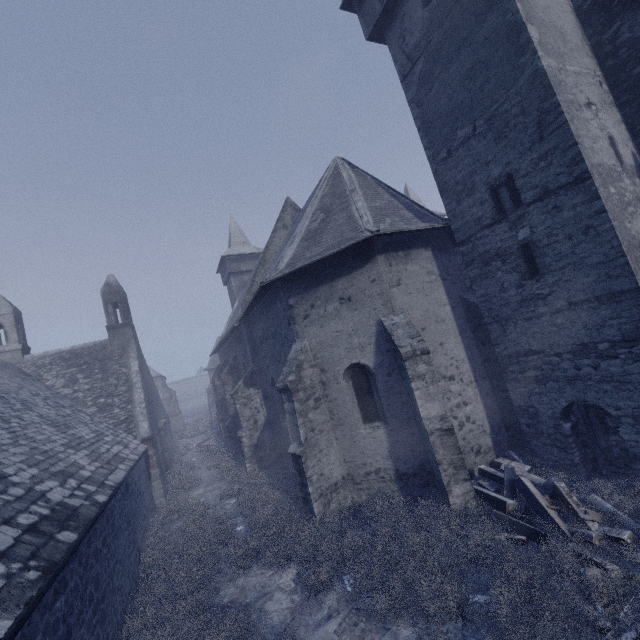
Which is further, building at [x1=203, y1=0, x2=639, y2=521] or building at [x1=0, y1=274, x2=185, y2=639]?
building at [x1=203, y1=0, x2=639, y2=521]

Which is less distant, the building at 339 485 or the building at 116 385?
the building at 116 385

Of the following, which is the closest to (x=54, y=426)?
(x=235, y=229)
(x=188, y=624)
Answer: (x=188, y=624)
